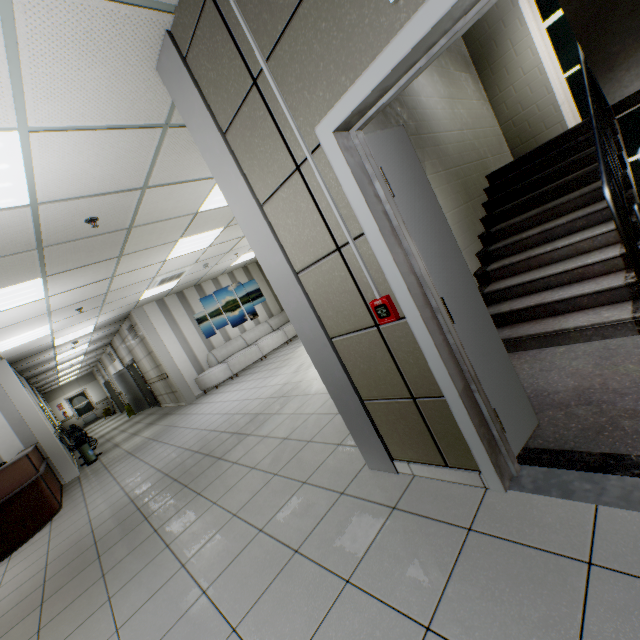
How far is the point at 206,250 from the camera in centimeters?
728cm

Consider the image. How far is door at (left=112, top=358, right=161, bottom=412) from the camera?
13.6m

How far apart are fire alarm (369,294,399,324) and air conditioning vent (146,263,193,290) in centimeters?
678cm

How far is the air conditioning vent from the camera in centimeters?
738cm

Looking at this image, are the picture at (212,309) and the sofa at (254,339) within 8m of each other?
yes

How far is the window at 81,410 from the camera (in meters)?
22.30

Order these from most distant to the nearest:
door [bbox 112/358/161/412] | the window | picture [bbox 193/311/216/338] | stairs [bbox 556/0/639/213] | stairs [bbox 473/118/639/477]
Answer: the window
door [bbox 112/358/161/412]
picture [bbox 193/311/216/338]
stairs [bbox 556/0/639/213]
stairs [bbox 473/118/639/477]

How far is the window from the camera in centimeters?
2230cm
